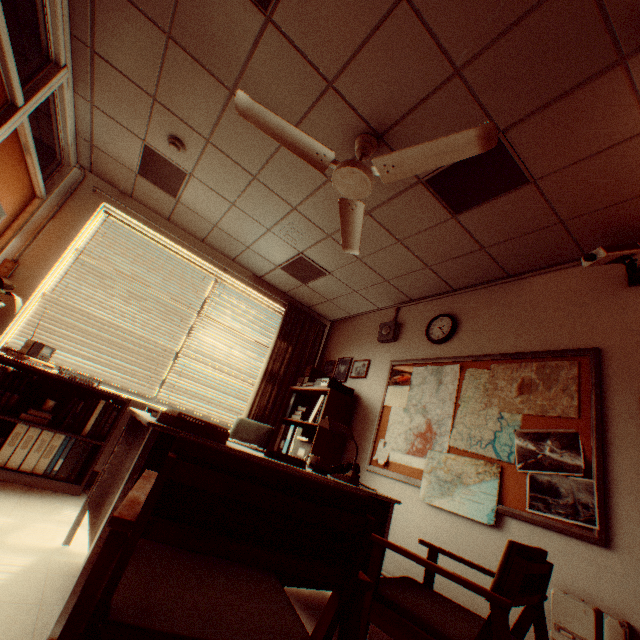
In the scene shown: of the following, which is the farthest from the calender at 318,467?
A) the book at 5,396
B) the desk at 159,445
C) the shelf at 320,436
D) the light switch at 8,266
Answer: the light switch at 8,266

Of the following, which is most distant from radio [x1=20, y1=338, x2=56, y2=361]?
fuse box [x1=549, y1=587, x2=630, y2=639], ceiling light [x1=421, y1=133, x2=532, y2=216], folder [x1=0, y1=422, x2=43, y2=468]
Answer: fuse box [x1=549, y1=587, x2=630, y2=639]

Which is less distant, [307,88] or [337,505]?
[337,505]

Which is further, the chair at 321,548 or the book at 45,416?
the book at 45,416

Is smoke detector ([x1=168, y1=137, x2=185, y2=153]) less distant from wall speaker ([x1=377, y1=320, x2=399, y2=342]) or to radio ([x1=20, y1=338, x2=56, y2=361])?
radio ([x1=20, y1=338, x2=56, y2=361])

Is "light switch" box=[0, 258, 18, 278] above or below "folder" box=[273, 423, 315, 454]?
above

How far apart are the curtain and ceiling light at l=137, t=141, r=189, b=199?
2.4m

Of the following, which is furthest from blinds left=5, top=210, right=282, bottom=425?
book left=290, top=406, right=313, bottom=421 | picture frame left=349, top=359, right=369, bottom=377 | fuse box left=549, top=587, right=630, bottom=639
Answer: fuse box left=549, top=587, right=630, bottom=639
